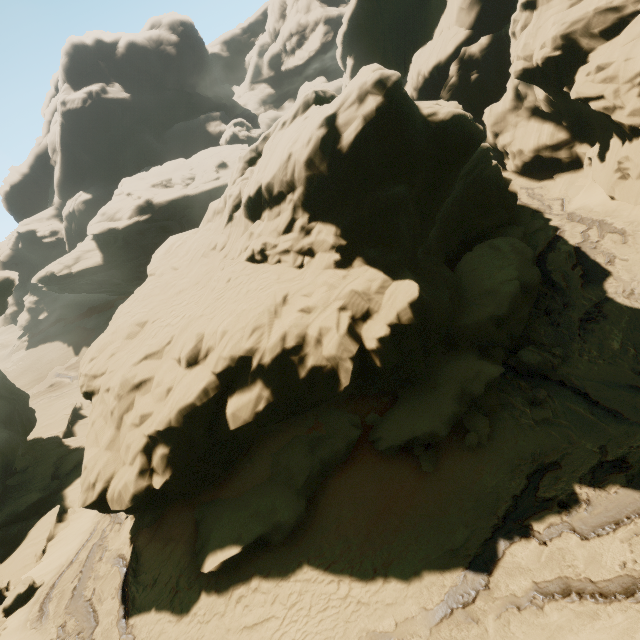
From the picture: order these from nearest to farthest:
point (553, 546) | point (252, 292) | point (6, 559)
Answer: point (553, 546), point (252, 292), point (6, 559)

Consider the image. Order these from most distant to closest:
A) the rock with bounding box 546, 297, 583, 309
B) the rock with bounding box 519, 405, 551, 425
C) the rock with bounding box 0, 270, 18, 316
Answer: the rock with bounding box 0, 270, 18, 316
the rock with bounding box 546, 297, 583, 309
the rock with bounding box 519, 405, 551, 425

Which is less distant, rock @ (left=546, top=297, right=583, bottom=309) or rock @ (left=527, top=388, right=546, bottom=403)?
rock @ (left=527, top=388, right=546, bottom=403)

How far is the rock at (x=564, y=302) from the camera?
13.72m

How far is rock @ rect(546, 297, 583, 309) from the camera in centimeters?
1372cm

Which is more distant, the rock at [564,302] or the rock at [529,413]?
the rock at [564,302]
